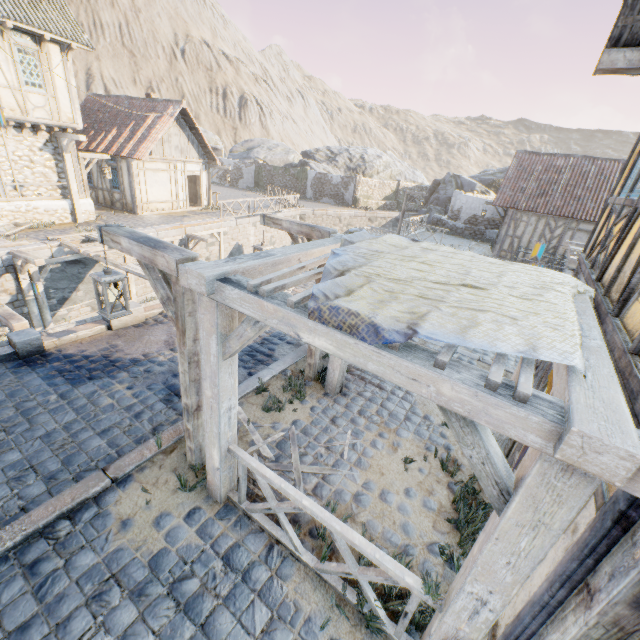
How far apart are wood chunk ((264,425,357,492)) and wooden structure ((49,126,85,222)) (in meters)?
14.50

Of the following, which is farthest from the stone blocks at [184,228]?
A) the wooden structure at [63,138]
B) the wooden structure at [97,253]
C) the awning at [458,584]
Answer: the wooden structure at [63,138]

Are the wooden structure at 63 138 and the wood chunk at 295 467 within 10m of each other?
no

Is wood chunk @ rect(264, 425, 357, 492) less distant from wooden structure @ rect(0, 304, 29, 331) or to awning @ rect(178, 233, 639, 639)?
awning @ rect(178, 233, 639, 639)

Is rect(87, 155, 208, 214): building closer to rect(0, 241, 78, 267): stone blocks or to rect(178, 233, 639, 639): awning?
rect(0, 241, 78, 267): stone blocks

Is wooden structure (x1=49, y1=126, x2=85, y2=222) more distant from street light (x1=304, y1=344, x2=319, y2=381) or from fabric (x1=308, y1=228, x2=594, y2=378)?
fabric (x1=308, y1=228, x2=594, y2=378)

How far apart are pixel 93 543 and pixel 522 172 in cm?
2378

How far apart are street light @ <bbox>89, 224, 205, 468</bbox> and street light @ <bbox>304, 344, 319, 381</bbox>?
2.30m
